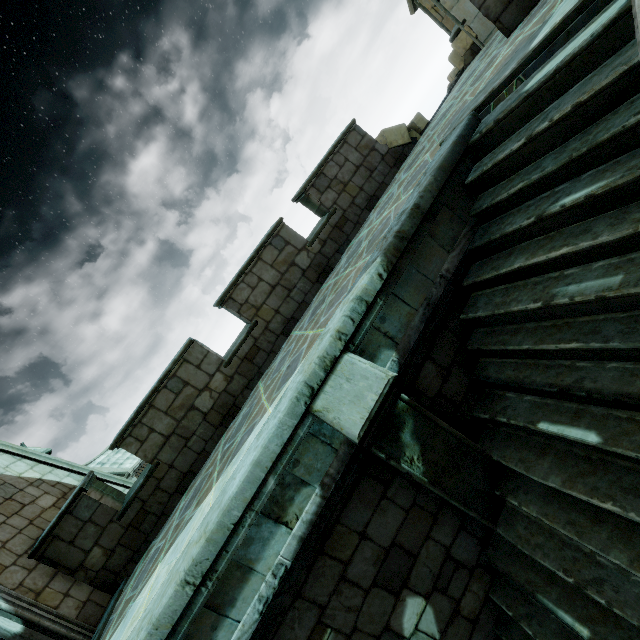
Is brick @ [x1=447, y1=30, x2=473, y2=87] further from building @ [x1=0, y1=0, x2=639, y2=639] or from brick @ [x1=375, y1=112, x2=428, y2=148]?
brick @ [x1=375, y1=112, x2=428, y2=148]

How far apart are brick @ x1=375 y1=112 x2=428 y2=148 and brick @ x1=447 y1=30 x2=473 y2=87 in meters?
2.1

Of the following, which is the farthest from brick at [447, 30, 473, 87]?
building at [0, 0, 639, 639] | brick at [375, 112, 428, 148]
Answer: brick at [375, 112, 428, 148]

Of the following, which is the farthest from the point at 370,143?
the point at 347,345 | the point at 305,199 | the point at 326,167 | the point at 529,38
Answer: the point at 347,345

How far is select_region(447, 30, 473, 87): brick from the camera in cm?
818

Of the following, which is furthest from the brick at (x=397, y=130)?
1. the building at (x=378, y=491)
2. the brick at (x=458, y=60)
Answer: the brick at (x=458, y=60)
